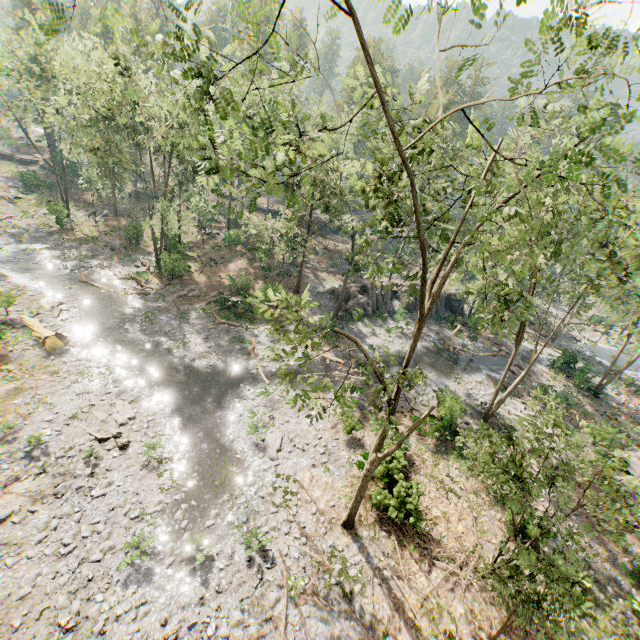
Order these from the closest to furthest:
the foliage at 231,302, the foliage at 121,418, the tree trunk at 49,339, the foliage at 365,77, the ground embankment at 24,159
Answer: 1. the foliage at 365,77
2. the foliage at 121,418
3. the tree trunk at 49,339
4. the foliage at 231,302
5. the ground embankment at 24,159

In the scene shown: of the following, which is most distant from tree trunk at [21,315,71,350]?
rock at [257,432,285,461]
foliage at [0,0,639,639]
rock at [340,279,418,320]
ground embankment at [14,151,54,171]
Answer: ground embankment at [14,151,54,171]

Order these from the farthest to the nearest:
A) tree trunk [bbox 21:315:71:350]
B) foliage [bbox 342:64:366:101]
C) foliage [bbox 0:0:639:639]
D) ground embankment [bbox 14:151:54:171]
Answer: ground embankment [bbox 14:151:54:171] < tree trunk [bbox 21:315:71:350] < foliage [bbox 342:64:366:101] < foliage [bbox 0:0:639:639]

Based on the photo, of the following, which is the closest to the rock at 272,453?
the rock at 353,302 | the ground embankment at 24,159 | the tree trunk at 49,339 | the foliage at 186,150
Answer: the foliage at 186,150

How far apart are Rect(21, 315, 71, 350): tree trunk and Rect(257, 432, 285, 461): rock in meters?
14.7 m

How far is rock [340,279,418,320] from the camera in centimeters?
3550cm

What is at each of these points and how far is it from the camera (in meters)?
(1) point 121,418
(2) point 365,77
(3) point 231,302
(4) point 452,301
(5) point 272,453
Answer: (1) foliage, 17.81
(2) foliage, 10.61
(3) foliage, 30.78
(4) rock, 42.16
(5) rock, 18.12

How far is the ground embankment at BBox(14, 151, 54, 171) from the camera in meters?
56.7 m
